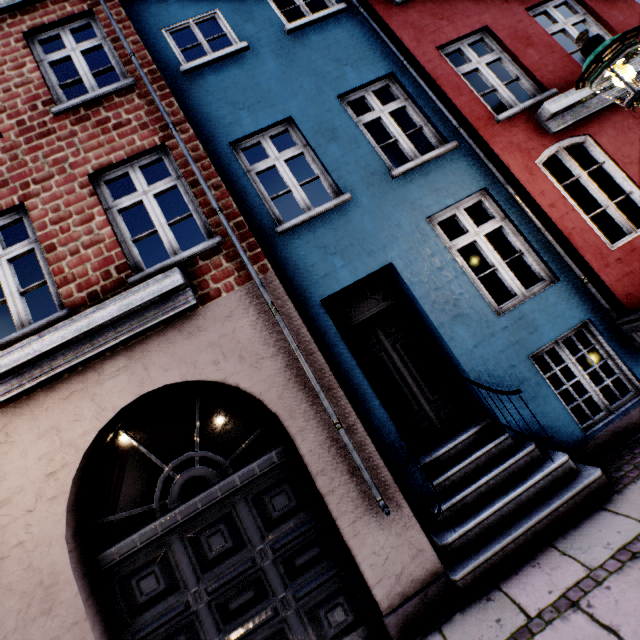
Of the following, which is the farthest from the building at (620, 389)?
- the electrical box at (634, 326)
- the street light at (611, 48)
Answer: the street light at (611, 48)

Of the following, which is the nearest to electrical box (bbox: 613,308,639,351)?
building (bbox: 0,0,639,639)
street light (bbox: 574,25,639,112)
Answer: building (bbox: 0,0,639,639)

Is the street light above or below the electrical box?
above

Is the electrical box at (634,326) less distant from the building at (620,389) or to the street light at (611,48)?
the building at (620,389)

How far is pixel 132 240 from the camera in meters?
4.3 m

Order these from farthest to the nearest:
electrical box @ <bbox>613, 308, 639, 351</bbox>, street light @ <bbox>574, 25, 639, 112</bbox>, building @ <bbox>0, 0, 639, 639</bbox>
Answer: electrical box @ <bbox>613, 308, 639, 351</bbox> < building @ <bbox>0, 0, 639, 639</bbox> < street light @ <bbox>574, 25, 639, 112</bbox>

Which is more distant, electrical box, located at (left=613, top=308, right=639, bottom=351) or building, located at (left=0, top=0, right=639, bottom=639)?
electrical box, located at (left=613, top=308, right=639, bottom=351)
